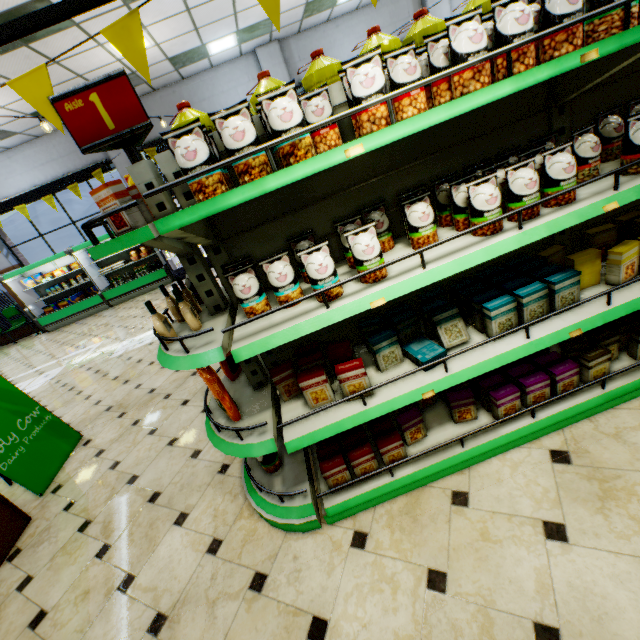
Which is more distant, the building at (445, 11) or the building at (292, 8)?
the building at (445, 11)

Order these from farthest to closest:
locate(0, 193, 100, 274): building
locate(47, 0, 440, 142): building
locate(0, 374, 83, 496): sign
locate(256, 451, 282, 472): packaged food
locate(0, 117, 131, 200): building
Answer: locate(0, 193, 100, 274): building
locate(0, 117, 131, 200): building
locate(47, 0, 440, 142): building
locate(0, 374, 83, 496): sign
locate(256, 451, 282, 472): packaged food

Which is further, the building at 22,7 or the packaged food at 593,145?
the building at 22,7

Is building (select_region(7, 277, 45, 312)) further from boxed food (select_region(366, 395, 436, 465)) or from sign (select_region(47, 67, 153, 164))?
sign (select_region(47, 67, 153, 164))

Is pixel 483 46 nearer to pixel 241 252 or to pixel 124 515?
pixel 241 252

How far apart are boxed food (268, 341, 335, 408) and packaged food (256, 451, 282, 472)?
0.5 meters

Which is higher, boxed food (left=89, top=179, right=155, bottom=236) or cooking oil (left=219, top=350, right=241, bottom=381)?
boxed food (left=89, top=179, right=155, bottom=236)

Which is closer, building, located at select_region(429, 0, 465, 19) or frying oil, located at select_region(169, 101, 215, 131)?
frying oil, located at select_region(169, 101, 215, 131)
